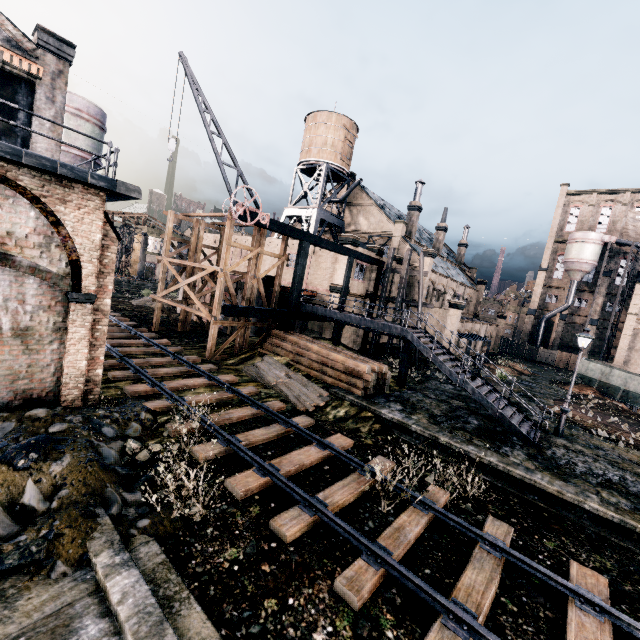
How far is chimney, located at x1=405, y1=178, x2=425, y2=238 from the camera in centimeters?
4456cm

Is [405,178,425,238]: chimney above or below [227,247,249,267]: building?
above

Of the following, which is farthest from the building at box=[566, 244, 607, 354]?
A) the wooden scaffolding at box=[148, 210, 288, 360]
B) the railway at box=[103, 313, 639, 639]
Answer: the railway at box=[103, 313, 639, 639]

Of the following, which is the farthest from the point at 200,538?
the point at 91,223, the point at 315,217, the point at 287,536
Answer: the point at 315,217

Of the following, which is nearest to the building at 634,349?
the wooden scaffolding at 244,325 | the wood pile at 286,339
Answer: the wooden scaffolding at 244,325

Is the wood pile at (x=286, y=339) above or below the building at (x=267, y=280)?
below

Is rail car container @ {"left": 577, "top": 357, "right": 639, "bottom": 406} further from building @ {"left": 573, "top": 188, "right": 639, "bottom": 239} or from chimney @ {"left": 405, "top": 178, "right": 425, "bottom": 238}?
chimney @ {"left": 405, "top": 178, "right": 425, "bottom": 238}

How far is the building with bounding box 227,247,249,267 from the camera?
39.2m
